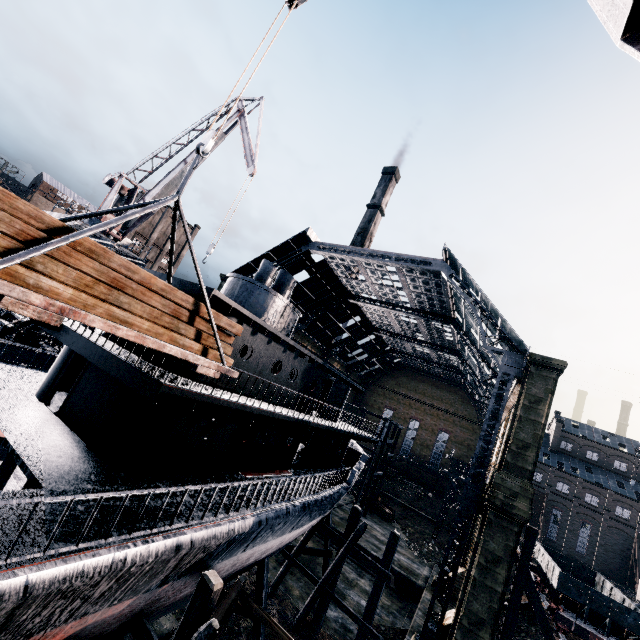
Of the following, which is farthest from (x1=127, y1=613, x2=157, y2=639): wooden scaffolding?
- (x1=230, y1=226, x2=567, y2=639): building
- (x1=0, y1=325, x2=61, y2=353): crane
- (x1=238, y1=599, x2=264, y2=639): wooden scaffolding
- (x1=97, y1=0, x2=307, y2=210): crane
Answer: (x1=230, y1=226, x2=567, y2=639): building

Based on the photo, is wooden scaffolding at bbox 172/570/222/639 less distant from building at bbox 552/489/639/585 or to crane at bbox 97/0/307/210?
crane at bbox 97/0/307/210

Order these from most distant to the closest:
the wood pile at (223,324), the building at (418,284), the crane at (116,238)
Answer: the crane at (116,238) → the building at (418,284) → the wood pile at (223,324)

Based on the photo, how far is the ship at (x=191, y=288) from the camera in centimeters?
1053cm

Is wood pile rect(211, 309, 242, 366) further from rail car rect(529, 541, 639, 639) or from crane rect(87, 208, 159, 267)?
rail car rect(529, 541, 639, 639)

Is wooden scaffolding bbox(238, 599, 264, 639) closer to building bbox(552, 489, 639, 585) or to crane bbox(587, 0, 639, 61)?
crane bbox(587, 0, 639, 61)

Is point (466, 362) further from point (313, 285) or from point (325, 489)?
point (325, 489)

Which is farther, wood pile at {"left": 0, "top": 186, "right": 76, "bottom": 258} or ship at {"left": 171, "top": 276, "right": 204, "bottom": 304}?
ship at {"left": 171, "top": 276, "right": 204, "bottom": 304}
